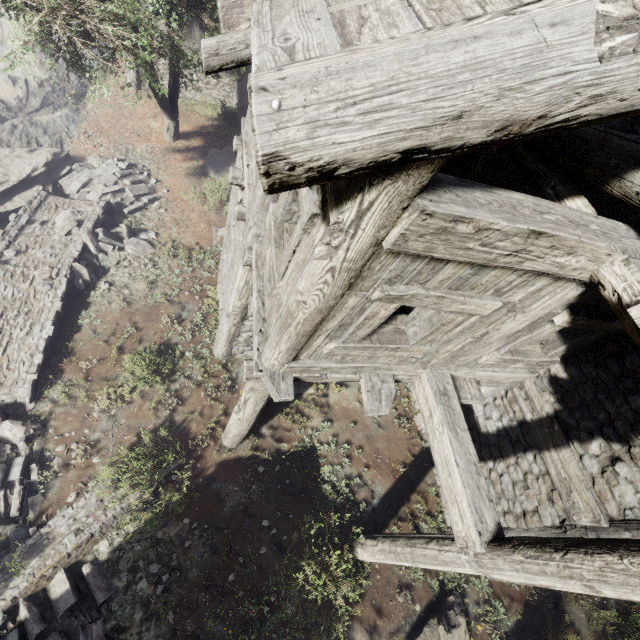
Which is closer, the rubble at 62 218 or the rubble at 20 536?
the rubble at 20 536

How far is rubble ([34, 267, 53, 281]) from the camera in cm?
862

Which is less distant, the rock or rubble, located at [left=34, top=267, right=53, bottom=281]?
rubble, located at [left=34, top=267, right=53, bottom=281]

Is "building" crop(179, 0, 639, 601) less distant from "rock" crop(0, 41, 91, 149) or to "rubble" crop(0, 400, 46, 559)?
"rock" crop(0, 41, 91, 149)

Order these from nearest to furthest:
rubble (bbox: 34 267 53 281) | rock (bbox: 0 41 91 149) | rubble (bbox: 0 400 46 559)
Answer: rubble (bbox: 0 400 46 559)
rubble (bbox: 34 267 53 281)
rock (bbox: 0 41 91 149)

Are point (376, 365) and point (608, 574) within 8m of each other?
yes

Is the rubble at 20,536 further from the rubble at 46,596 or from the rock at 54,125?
the rock at 54,125

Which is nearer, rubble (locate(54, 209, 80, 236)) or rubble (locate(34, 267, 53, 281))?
rubble (locate(34, 267, 53, 281))
